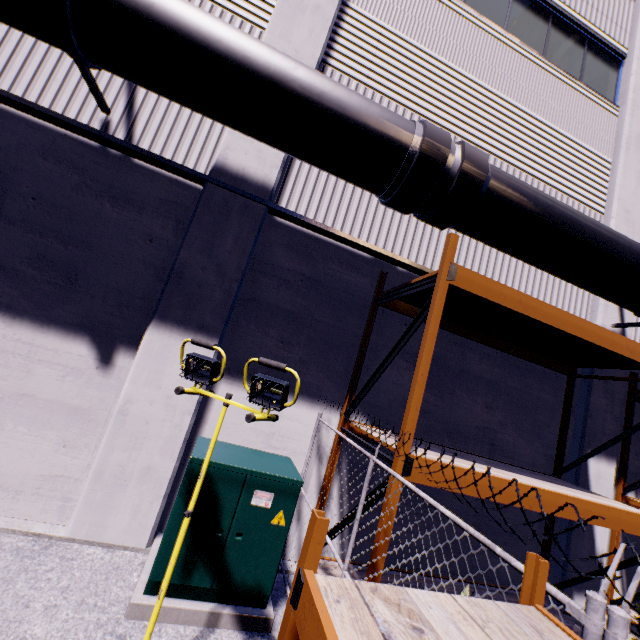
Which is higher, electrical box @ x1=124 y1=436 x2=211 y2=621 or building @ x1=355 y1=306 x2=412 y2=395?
building @ x1=355 y1=306 x2=412 y2=395

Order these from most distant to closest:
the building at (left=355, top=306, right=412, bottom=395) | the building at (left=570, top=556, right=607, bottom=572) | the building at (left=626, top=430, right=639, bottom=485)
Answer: the building at (left=626, top=430, right=639, bottom=485) < the building at (left=570, top=556, right=607, bottom=572) < the building at (left=355, top=306, right=412, bottom=395)

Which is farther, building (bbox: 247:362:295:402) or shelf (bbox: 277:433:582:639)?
building (bbox: 247:362:295:402)

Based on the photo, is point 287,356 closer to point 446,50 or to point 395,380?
point 395,380

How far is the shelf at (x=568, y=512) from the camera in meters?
3.8

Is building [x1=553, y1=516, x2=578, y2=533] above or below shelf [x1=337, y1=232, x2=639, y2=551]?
below

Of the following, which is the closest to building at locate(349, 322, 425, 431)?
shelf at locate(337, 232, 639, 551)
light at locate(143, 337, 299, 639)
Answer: shelf at locate(337, 232, 639, 551)

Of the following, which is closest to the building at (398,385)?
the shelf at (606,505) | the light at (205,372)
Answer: the shelf at (606,505)
